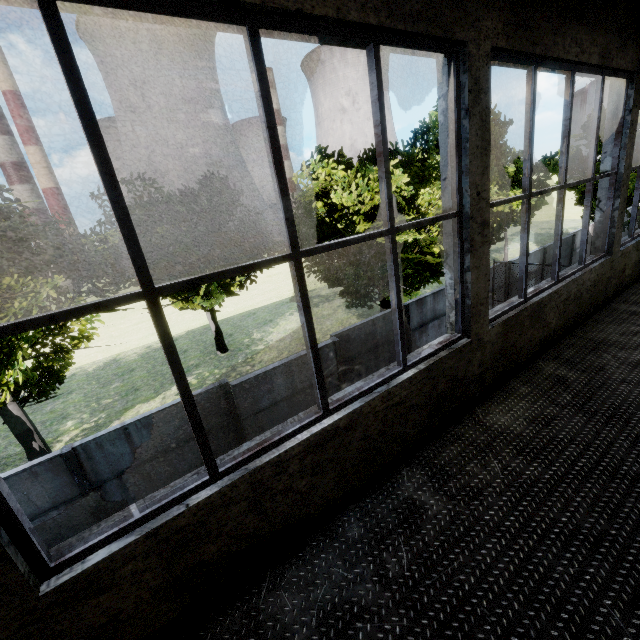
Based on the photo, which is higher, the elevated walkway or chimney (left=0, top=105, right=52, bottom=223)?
chimney (left=0, top=105, right=52, bottom=223)

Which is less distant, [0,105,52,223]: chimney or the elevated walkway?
the elevated walkway

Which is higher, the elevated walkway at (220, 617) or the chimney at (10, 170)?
the chimney at (10, 170)

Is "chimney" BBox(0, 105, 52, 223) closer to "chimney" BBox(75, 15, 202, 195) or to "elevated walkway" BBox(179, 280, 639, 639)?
"chimney" BBox(75, 15, 202, 195)

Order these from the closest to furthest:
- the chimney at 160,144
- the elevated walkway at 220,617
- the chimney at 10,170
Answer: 1. the elevated walkway at 220,617
2. the chimney at 10,170
3. the chimney at 160,144

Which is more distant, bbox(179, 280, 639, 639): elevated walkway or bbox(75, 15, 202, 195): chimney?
bbox(75, 15, 202, 195): chimney

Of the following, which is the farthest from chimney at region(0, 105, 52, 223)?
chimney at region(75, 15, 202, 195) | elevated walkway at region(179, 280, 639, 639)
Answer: elevated walkway at region(179, 280, 639, 639)

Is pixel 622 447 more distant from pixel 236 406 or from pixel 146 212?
pixel 146 212
